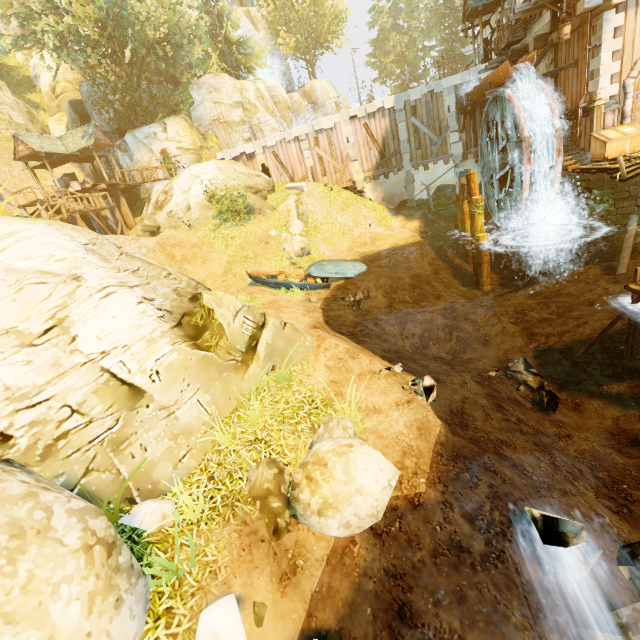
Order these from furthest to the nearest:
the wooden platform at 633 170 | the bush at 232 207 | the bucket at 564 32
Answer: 1. the bush at 232 207
2. the bucket at 564 32
3. the wooden platform at 633 170

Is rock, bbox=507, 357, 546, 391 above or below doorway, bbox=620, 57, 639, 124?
below

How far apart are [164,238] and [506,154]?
18.6 meters

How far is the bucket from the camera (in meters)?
11.25

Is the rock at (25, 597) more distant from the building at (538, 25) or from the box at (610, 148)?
the building at (538, 25)

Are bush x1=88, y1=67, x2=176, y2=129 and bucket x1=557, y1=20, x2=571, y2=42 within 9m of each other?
no

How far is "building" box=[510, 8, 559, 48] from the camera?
14.63m

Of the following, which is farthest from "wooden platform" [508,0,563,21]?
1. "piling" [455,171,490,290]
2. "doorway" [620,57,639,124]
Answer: "piling" [455,171,490,290]
